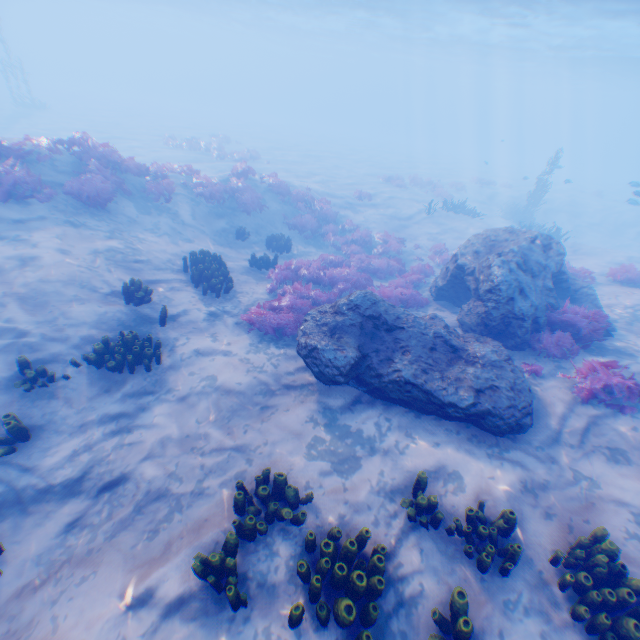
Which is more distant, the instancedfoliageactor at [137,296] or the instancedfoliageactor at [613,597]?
the instancedfoliageactor at [137,296]

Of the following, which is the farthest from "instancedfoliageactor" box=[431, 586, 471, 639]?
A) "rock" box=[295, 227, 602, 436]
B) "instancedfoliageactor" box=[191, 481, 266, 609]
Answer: "instancedfoliageactor" box=[191, 481, 266, 609]

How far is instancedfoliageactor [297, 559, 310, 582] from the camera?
4.2 meters

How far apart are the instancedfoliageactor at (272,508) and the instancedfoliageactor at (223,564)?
0.65m

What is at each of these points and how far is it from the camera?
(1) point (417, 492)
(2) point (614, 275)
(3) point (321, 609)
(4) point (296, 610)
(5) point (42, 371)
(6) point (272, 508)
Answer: (1) instancedfoliageactor, 5.13m
(2) instancedfoliageactor, 12.83m
(3) instancedfoliageactor, 4.08m
(4) instancedfoliageactor, 3.95m
(5) instancedfoliageactor, 6.28m
(6) instancedfoliageactor, 5.03m

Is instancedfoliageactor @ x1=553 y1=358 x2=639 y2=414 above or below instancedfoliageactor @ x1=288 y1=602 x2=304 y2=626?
above

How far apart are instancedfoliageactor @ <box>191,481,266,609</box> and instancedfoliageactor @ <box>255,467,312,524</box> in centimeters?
65cm

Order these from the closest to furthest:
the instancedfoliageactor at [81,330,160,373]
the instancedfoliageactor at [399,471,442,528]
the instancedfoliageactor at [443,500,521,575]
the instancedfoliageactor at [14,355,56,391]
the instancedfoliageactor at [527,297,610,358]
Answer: the instancedfoliageactor at [443,500,521,575], the instancedfoliageactor at [399,471,442,528], the instancedfoliageactor at [14,355,56,391], the instancedfoliageactor at [81,330,160,373], the instancedfoliageactor at [527,297,610,358]
